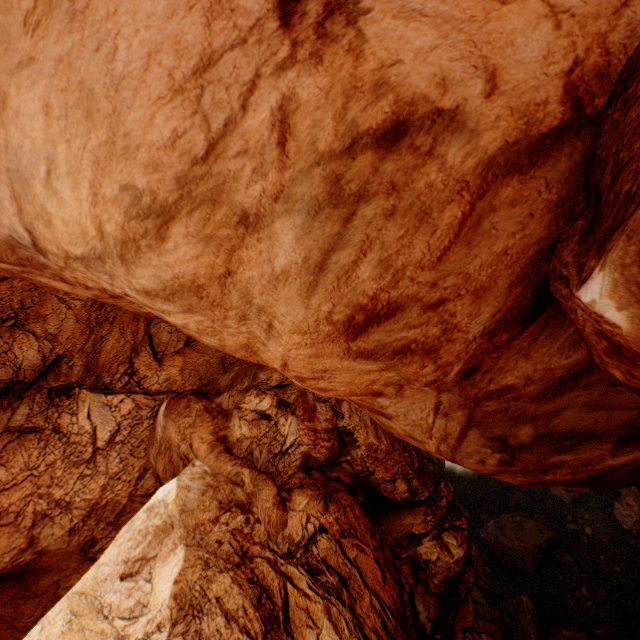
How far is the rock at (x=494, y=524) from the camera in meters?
20.7 m

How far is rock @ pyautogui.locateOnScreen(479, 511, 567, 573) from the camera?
20.73m

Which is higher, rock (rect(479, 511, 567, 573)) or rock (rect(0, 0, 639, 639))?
rock (rect(0, 0, 639, 639))

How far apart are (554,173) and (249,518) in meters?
12.1 m

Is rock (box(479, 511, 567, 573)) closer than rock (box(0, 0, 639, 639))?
No

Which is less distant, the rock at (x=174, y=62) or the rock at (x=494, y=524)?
the rock at (x=174, y=62)
